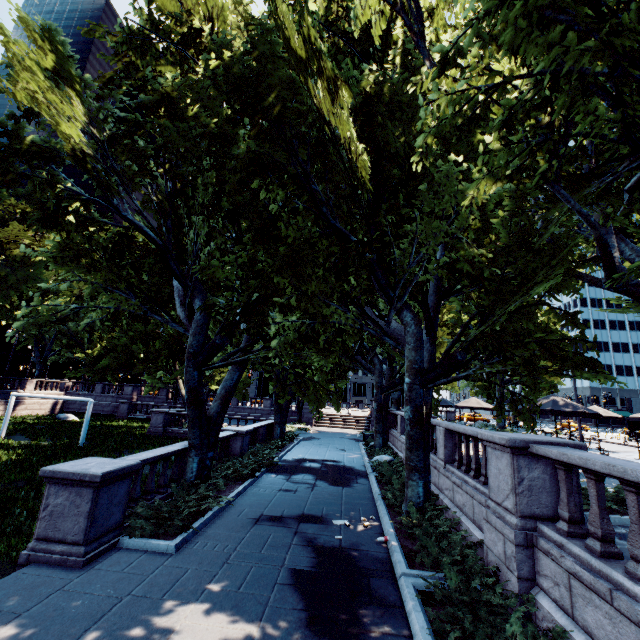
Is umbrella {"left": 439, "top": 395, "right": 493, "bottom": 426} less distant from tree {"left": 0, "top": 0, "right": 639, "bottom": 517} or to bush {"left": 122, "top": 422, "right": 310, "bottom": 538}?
tree {"left": 0, "top": 0, "right": 639, "bottom": 517}

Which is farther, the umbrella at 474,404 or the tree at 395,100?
the umbrella at 474,404

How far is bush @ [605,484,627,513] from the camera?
7.14m

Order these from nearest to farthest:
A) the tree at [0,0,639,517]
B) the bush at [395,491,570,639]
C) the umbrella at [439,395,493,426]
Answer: the bush at [395,491,570,639]
the tree at [0,0,639,517]
the umbrella at [439,395,493,426]

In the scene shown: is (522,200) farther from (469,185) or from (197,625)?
(197,625)

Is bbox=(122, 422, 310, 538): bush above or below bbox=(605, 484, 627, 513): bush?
below

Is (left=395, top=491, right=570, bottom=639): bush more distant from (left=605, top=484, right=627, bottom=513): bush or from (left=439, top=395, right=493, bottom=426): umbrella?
(left=439, top=395, right=493, bottom=426): umbrella

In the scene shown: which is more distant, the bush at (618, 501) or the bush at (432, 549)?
the bush at (618, 501)
